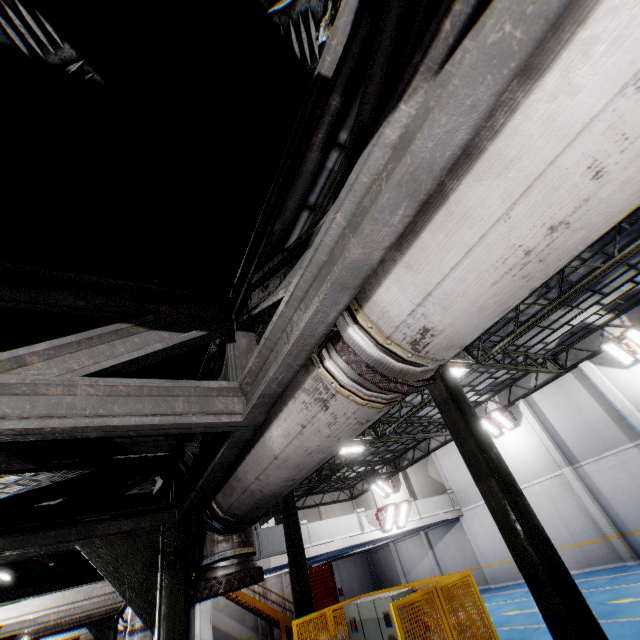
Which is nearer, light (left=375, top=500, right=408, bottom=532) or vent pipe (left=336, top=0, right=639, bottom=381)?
vent pipe (left=336, top=0, right=639, bottom=381)

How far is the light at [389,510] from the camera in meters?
18.1

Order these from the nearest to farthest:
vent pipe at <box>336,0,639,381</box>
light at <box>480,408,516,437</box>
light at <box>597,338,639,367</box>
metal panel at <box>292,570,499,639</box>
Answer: vent pipe at <box>336,0,639,381</box> < metal panel at <box>292,570,499,639</box> < light at <box>597,338,639,367</box> < light at <box>480,408,516,437</box>

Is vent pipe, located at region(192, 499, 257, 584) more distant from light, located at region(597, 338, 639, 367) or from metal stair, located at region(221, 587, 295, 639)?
light, located at region(597, 338, 639, 367)

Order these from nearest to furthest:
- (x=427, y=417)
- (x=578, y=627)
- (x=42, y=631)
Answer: (x=578, y=627) < (x=42, y=631) < (x=427, y=417)

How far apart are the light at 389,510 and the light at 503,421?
7.7 meters

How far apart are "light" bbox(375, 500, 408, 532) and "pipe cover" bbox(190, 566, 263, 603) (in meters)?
17.87

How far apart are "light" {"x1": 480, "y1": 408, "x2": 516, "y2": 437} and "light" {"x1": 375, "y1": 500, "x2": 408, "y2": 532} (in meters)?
7.67
